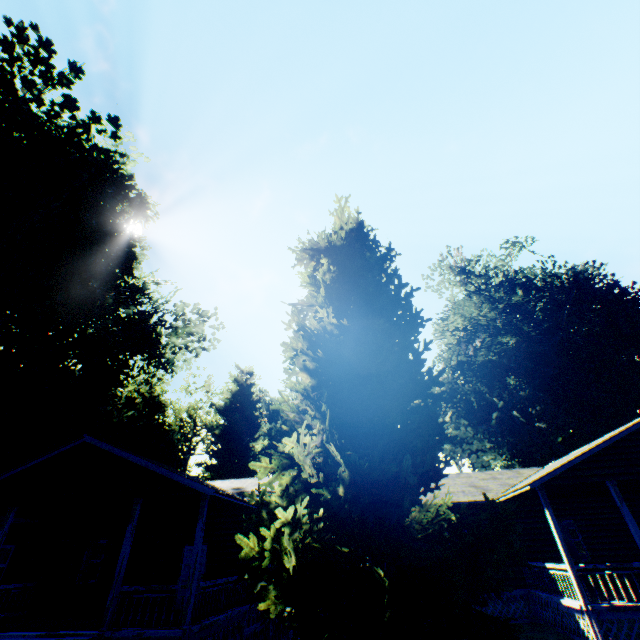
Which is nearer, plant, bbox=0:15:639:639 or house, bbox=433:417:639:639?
plant, bbox=0:15:639:639

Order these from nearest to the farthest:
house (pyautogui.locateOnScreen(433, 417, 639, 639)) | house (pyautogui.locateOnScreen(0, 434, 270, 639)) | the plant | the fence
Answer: the plant → the fence → house (pyautogui.locateOnScreen(0, 434, 270, 639)) → house (pyautogui.locateOnScreen(433, 417, 639, 639))

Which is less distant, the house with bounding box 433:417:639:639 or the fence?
the fence

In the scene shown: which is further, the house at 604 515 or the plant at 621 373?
the house at 604 515

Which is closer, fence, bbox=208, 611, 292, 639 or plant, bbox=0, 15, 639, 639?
plant, bbox=0, 15, 639, 639

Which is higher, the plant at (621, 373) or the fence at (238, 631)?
the plant at (621, 373)

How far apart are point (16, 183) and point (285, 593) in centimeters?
2566cm

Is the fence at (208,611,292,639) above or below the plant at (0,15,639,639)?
below
